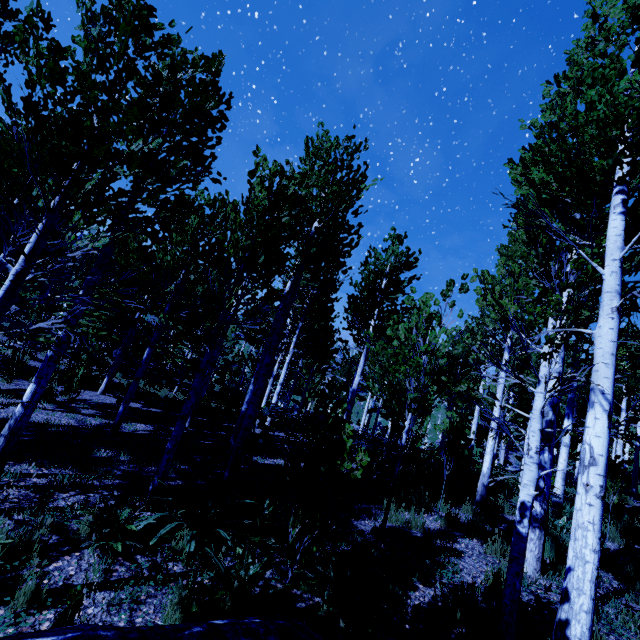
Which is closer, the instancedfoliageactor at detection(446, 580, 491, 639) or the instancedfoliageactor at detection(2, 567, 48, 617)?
the instancedfoliageactor at detection(2, 567, 48, 617)

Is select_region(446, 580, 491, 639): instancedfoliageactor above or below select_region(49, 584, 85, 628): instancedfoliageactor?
above

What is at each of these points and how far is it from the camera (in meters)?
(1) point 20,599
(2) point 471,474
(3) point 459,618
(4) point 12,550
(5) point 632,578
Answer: (1) instancedfoliageactor, 2.87
(2) instancedfoliageactor, 9.98
(3) instancedfoliageactor, 3.86
(4) instancedfoliageactor, 3.41
(5) instancedfoliageactor, 5.98

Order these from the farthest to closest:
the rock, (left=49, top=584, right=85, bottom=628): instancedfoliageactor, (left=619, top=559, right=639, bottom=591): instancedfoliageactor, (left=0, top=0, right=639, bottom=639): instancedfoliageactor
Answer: (left=619, top=559, right=639, bottom=591): instancedfoliageactor, (left=0, top=0, right=639, bottom=639): instancedfoliageactor, (left=49, top=584, right=85, bottom=628): instancedfoliageactor, the rock

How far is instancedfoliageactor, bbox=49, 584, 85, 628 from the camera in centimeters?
250cm

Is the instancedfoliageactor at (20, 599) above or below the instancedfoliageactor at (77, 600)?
below

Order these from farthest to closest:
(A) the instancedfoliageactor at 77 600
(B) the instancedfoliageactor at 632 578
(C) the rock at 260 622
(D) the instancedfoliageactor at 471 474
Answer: (B) the instancedfoliageactor at 632 578, (D) the instancedfoliageactor at 471 474, (A) the instancedfoliageactor at 77 600, (C) the rock at 260 622
